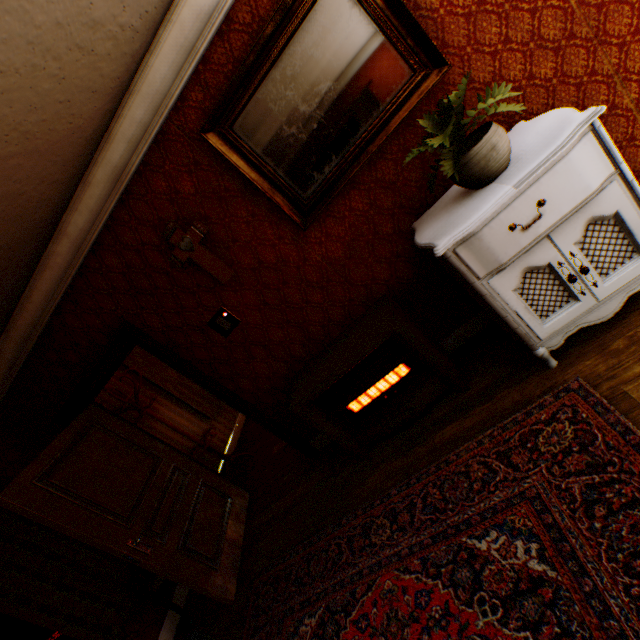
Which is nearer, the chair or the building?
the building

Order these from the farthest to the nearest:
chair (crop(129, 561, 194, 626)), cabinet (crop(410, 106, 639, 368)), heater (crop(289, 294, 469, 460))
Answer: chair (crop(129, 561, 194, 626)), heater (crop(289, 294, 469, 460)), cabinet (crop(410, 106, 639, 368))

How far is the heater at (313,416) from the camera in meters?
2.5 m

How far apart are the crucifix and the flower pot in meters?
1.8

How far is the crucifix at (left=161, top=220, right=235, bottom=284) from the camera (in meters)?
2.54

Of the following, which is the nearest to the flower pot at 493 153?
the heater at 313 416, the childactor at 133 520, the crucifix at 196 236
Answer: the heater at 313 416

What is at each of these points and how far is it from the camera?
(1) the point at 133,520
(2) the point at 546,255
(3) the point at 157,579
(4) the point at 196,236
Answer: (1) childactor, 3.03m
(2) cabinet, 1.80m
(3) chair, 3.35m
(4) crucifix, 2.56m

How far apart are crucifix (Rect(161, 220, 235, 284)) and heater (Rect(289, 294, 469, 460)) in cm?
106
